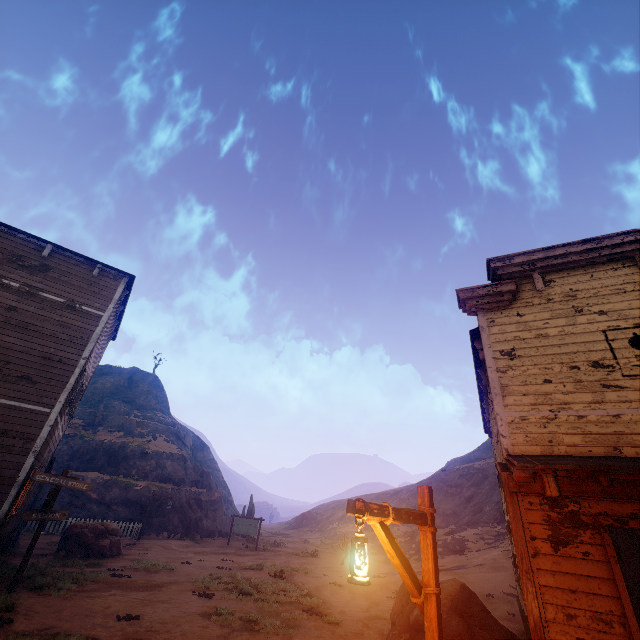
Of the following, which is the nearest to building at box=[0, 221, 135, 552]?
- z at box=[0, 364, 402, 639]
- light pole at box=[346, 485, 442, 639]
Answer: z at box=[0, 364, 402, 639]

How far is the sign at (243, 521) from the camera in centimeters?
2644cm

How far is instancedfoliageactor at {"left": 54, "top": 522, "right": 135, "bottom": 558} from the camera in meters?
15.2 m

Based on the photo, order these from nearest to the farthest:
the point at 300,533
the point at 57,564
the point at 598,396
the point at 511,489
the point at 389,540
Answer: the point at 389,540, the point at 511,489, the point at 598,396, the point at 57,564, the point at 300,533

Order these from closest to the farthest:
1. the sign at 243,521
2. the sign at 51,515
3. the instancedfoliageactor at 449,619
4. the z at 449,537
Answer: the instancedfoliageactor at 449,619 < the sign at 51,515 < the z at 449,537 < the sign at 243,521

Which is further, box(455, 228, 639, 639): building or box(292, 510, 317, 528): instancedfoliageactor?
box(292, 510, 317, 528): instancedfoliageactor

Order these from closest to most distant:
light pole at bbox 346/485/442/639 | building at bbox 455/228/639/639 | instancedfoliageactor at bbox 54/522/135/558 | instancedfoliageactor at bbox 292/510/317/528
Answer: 1. light pole at bbox 346/485/442/639
2. building at bbox 455/228/639/639
3. instancedfoliageactor at bbox 54/522/135/558
4. instancedfoliageactor at bbox 292/510/317/528

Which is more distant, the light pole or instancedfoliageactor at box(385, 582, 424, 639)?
instancedfoliageactor at box(385, 582, 424, 639)
